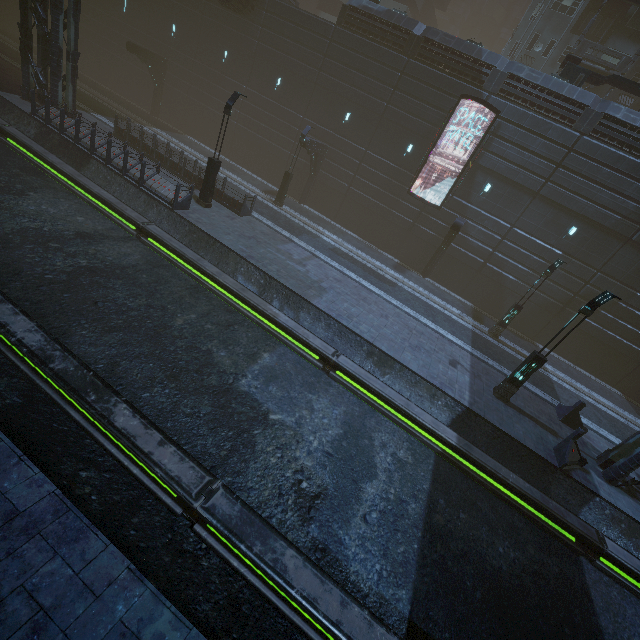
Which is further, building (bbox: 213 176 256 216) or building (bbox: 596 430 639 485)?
building (bbox: 213 176 256 216)

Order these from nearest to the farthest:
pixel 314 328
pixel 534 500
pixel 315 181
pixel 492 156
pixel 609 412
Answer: pixel 534 500 < pixel 314 328 < pixel 609 412 < pixel 492 156 < pixel 315 181

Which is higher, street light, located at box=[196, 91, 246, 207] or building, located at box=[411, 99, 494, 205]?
building, located at box=[411, 99, 494, 205]

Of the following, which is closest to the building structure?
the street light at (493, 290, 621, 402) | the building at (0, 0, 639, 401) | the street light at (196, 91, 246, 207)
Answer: the building at (0, 0, 639, 401)

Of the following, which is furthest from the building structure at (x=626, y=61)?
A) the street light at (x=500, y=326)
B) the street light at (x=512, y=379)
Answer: the street light at (x=512, y=379)

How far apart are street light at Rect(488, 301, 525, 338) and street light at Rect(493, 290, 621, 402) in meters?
6.7

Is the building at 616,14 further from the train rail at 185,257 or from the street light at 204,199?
the street light at 204,199
